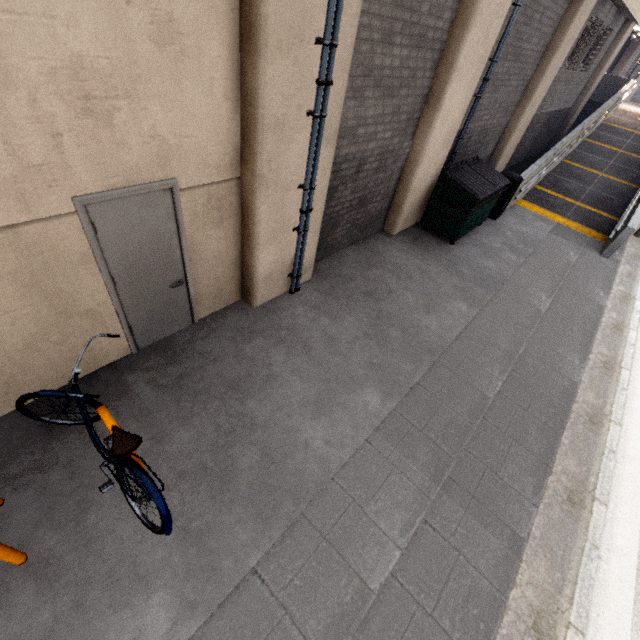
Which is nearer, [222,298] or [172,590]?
[172,590]

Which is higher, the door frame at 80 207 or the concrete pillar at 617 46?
the concrete pillar at 617 46

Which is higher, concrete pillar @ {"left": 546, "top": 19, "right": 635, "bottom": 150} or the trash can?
concrete pillar @ {"left": 546, "top": 19, "right": 635, "bottom": 150}

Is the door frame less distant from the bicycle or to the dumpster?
the bicycle

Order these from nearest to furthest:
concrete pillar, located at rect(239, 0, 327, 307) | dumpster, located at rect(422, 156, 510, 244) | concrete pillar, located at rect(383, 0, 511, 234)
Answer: concrete pillar, located at rect(239, 0, 327, 307), concrete pillar, located at rect(383, 0, 511, 234), dumpster, located at rect(422, 156, 510, 244)

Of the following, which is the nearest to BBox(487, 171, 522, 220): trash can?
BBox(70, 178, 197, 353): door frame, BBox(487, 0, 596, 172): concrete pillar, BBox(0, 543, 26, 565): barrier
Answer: BBox(487, 0, 596, 172): concrete pillar

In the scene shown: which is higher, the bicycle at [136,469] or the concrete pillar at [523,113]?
the concrete pillar at [523,113]

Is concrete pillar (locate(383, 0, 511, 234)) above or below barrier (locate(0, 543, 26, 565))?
above
